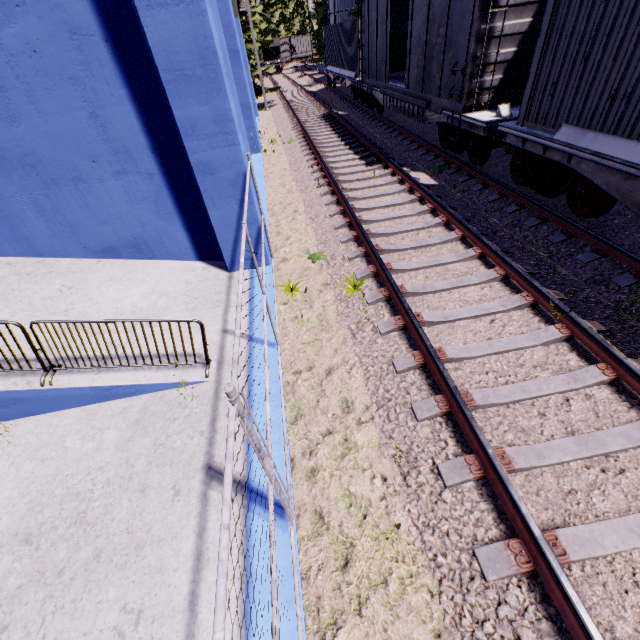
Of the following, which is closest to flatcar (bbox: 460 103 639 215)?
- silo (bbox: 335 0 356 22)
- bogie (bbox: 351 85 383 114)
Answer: bogie (bbox: 351 85 383 114)

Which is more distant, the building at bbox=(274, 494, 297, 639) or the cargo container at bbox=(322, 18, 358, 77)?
the cargo container at bbox=(322, 18, 358, 77)

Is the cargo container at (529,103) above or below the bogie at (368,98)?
above

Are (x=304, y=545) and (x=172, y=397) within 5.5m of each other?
yes

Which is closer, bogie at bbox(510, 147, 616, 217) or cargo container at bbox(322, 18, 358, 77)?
bogie at bbox(510, 147, 616, 217)

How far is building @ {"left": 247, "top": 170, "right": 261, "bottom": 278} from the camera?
6.0m

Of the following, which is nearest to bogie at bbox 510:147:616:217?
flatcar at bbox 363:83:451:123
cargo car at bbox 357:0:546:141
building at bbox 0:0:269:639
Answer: flatcar at bbox 363:83:451:123

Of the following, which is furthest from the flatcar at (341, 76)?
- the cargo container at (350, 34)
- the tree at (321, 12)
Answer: the tree at (321, 12)
